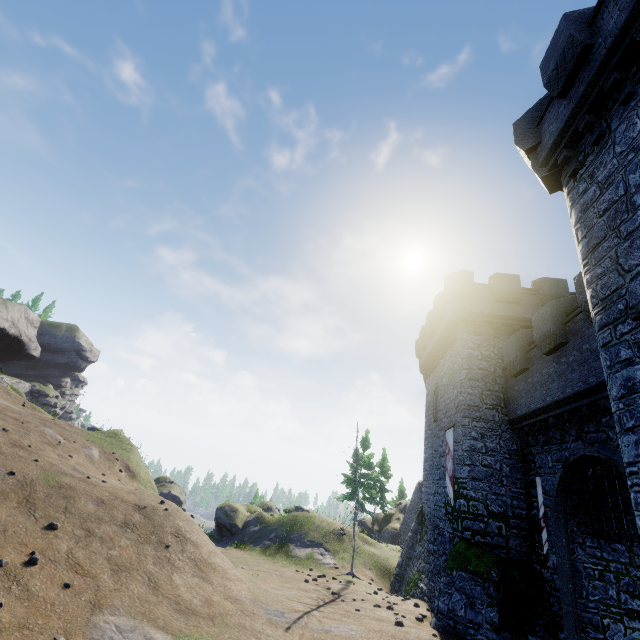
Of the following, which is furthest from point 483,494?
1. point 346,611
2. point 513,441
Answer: point 346,611

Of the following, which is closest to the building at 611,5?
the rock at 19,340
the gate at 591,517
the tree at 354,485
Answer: the gate at 591,517

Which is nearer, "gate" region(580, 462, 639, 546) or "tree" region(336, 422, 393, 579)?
"gate" region(580, 462, 639, 546)

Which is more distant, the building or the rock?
the rock

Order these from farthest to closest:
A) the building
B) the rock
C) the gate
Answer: the rock → the gate → the building

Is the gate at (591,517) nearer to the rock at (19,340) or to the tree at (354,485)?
the tree at (354,485)

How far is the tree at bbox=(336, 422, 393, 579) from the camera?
20.3m

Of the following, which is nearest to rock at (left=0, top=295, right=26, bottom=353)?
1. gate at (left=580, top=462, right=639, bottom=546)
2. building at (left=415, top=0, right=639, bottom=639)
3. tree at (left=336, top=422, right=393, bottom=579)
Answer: tree at (left=336, top=422, right=393, bottom=579)
